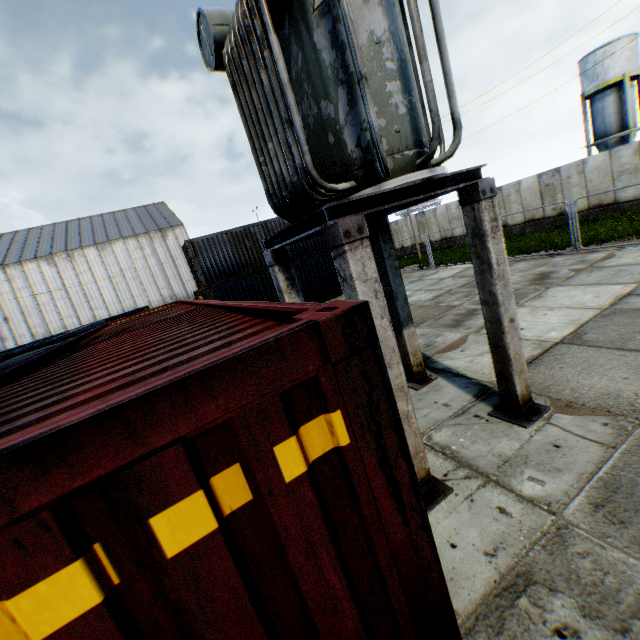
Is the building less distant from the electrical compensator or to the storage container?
the storage container

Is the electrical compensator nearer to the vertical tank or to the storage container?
the storage container

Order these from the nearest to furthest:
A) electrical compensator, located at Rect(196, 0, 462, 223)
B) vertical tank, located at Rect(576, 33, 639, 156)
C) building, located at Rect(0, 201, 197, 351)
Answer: electrical compensator, located at Rect(196, 0, 462, 223)
vertical tank, located at Rect(576, 33, 639, 156)
building, located at Rect(0, 201, 197, 351)

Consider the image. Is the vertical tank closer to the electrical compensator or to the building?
the electrical compensator

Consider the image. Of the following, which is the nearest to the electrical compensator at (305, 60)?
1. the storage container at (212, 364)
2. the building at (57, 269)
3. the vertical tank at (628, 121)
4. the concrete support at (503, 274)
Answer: the concrete support at (503, 274)

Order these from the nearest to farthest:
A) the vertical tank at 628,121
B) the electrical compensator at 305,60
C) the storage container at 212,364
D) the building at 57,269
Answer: the storage container at 212,364 → the electrical compensator at 305,60 → the vertical tank at 628,121 → the building at 57,269

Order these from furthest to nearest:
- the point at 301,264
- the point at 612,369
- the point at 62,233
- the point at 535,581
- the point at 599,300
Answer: the point at 62,233 → the point at 301,264 → the point at 599,300 → the point at 612,369 → the point at 535,581

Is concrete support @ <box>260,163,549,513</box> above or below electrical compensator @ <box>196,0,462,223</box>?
below
